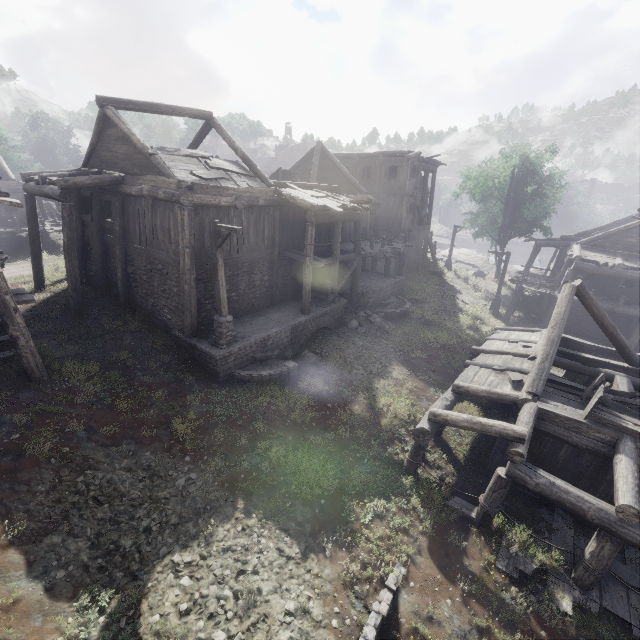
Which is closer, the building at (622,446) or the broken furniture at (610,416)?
the building at (622,446)

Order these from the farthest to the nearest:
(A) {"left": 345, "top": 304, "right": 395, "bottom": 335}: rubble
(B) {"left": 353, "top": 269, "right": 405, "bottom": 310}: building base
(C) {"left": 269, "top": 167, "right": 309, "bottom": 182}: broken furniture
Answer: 1. (C) {"left": 269, "top": 167, "right": 309, "bottom": 182}: broken furniture
2. (B) {"left": 353, "top": 269, "right": 405, "bottom": 310}: building base
3. (A) {"left": 345, "top": 304, "right": 395, "bottom": 335}: rubble

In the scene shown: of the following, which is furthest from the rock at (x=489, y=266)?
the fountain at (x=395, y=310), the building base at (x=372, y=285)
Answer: the fountain at (x=395, y=310)

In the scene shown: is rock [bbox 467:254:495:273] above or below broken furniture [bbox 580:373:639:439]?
below

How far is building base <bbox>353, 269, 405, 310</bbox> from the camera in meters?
20.2 m

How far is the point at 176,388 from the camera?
11.73m

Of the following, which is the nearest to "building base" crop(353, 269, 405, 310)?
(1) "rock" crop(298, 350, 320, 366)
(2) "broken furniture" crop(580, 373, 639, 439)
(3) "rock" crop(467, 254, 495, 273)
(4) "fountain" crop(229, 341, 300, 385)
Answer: (4) "fountain" crop(229, 341, 300, 385)
